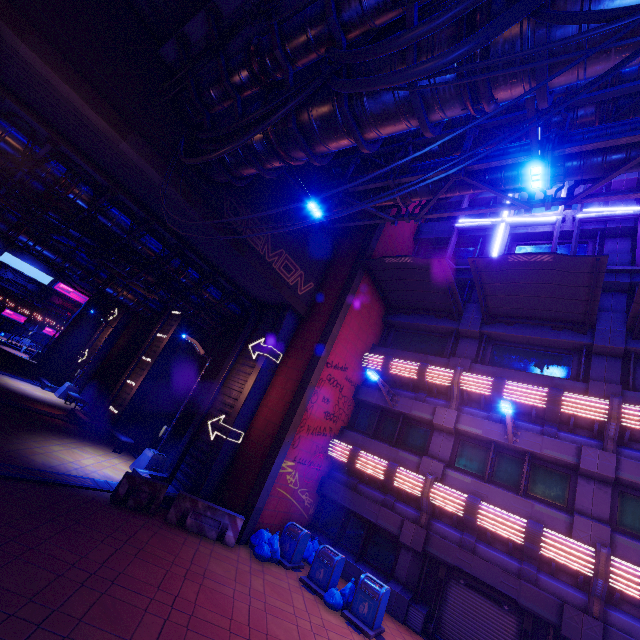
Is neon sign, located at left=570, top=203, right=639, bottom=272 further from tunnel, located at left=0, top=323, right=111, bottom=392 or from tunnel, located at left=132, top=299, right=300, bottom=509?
tunnel, located at left=0, top=323, right=111, bottom=392

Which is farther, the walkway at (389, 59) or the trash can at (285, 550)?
the trash can at (285, 550)

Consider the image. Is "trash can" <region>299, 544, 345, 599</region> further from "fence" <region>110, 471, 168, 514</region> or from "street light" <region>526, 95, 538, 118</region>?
"street light" <region>526, 95, 538, 118</region>

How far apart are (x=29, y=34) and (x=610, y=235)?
21.3m

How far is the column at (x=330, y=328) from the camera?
11.9 meters

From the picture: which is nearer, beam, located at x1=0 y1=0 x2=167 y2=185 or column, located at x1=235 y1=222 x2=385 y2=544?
beam, located at x1=0 y1=0 x2=167 y2=185

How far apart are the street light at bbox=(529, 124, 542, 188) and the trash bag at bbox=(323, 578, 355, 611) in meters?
13.2 m

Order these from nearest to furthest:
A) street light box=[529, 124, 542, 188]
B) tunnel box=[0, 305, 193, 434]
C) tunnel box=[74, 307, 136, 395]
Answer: street light box=[529, 124, 542, 188] → tunnel box=[0, 305, 193, 434] → tunnel box=[74, 307, 136, 395]
